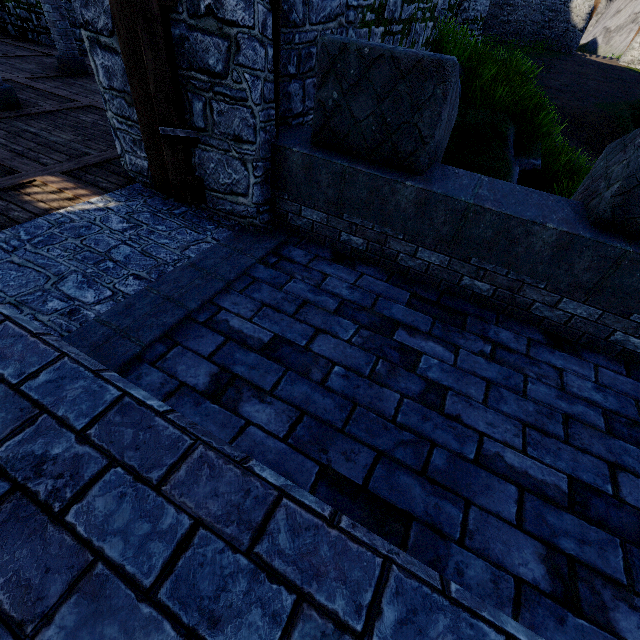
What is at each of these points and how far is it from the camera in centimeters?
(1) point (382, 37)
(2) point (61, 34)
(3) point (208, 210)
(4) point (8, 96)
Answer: (1) building tower, 561cm
(2) pillar, 873cm
(3) building tower, 436cm
(4) pillar, 648cm

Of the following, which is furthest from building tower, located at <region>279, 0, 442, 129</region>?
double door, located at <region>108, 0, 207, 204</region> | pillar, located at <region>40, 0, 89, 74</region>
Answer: pillar, located at <region>40, 0, 89, 74</region>

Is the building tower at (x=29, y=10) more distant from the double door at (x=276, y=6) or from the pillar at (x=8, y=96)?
the pillar at (x=8, y=96)

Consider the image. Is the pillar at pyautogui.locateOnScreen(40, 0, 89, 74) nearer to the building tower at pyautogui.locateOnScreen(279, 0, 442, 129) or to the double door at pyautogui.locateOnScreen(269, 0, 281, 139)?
the building tower at pyautogui.locateOnScreen(279, 0, 442, 129)

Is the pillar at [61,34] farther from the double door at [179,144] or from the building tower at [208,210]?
the double door at [179,144]

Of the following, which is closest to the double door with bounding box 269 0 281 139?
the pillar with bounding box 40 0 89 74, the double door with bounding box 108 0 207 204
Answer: the double door with bounding box 108 0 207 204

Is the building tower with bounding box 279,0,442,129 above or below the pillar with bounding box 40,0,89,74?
above

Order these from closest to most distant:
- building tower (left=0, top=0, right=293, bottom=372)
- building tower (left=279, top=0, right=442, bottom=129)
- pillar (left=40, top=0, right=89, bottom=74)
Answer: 1. building tower (left=0, top=0, right=293, bottom=372)
2. building tower (left=279, top=0, right=442, bottom=129)
3. pillar (left=40, top=0, right=89, bottom=74)
